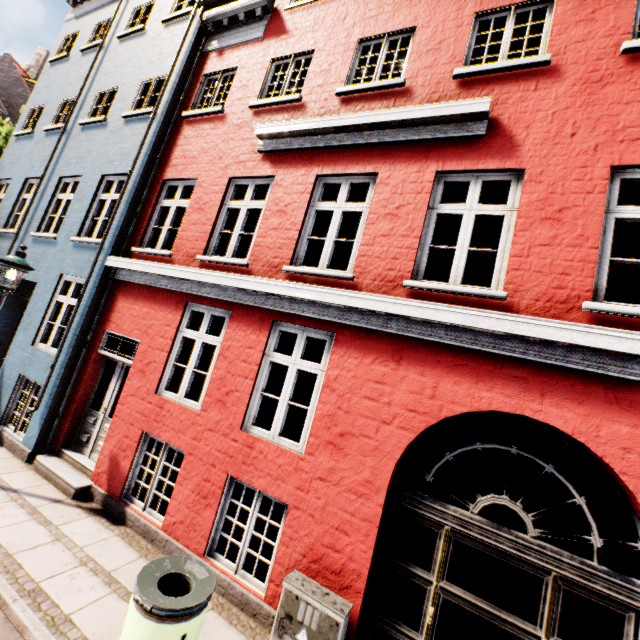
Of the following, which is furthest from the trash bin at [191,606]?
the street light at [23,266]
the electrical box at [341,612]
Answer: the street light at [23,266]

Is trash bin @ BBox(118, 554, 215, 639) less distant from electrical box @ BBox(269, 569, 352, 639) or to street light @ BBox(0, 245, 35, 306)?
electrical box @ BBox(269, 569, 352, 639)

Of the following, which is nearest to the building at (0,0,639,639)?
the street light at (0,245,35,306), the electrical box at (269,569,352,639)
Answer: the electrical box at (269,569,352,639)

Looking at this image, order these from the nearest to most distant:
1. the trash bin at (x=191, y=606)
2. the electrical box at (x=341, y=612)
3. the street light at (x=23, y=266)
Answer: the trash bin at (x=191, y=606)
the electrical box at (x=341, y=612)
the street light at (x=23, y=266)

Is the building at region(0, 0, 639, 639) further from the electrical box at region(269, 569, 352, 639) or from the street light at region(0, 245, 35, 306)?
the street light at region(0, 245, 35, 306)

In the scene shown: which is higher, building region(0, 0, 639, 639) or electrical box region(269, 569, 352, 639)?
building region(0, 0, 639, 639)

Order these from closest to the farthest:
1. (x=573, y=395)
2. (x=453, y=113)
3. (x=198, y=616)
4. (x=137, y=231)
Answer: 1. (x=198, y=616)
2. (x=573, y=395)
3. (x=453, y=113)
4. (x=137, y=231)

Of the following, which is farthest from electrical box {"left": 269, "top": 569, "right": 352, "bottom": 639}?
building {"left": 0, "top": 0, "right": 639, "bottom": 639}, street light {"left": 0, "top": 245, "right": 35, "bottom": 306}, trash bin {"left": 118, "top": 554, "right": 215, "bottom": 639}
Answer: street light {"left": 0, "top": 245, "right": 35, "bottom": 306}
